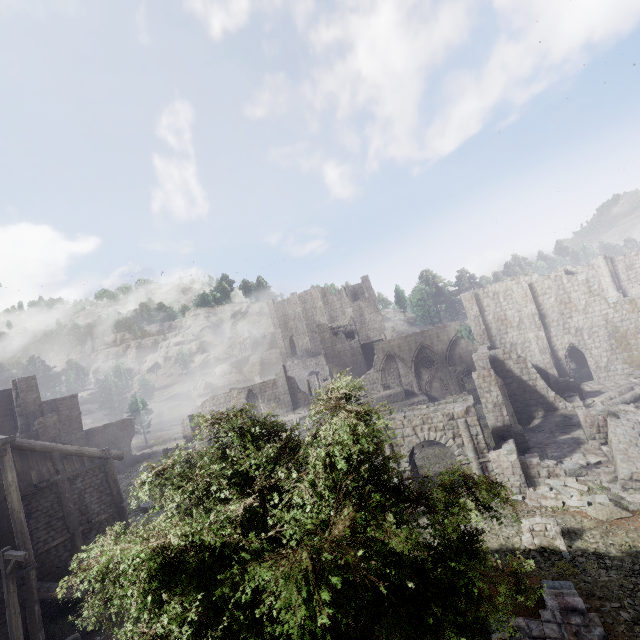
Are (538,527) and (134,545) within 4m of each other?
no

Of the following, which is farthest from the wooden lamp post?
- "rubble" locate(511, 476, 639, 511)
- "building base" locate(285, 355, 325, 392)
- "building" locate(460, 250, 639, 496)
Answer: "building base" locate(285, 355, 325, 392)

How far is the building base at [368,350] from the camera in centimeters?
5531cm

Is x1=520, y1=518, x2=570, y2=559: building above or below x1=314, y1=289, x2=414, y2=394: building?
below

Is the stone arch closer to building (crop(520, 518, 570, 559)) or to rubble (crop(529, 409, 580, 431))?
building (crop(520, 518, 570, 559))

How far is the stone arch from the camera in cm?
1752

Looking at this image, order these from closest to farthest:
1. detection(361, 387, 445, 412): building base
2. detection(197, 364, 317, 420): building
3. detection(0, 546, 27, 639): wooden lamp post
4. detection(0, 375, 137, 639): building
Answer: detection(0, 546, 27, 639): wooden lamp post
detection(0, 375, 137, 639): building
detection(361, 387, 445, 412): building base
detection(197, 364, 317, 420): building

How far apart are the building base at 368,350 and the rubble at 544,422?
30.93m
